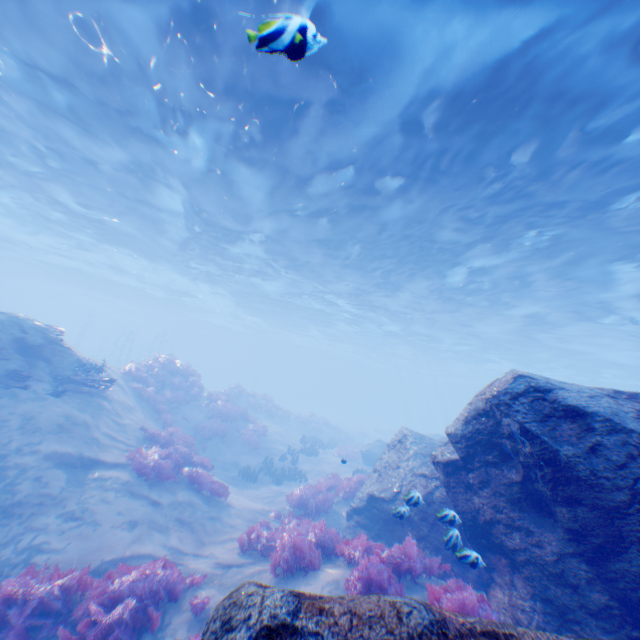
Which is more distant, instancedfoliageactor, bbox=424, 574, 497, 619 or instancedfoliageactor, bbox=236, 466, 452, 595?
instancedfoliageactor, bbox=236, 466, 452, 595

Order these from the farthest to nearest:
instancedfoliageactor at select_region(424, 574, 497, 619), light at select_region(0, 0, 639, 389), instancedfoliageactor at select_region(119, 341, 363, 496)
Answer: instancedfoliageactor at select_region(119, 341, 363, 496) → light at select_region(0, 0, 639, 389) → instancedfoliageactor at select_region(424, 574, 497, 619)

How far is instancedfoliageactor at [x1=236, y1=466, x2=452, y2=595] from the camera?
5.5m

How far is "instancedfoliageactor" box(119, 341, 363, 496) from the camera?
10.73m

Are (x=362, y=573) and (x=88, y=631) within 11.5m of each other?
yes

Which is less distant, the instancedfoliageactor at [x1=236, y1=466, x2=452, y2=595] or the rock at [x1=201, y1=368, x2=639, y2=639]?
the rock at [x1=201, y1=368, x2=639, y2=639]

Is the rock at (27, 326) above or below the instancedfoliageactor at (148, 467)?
above

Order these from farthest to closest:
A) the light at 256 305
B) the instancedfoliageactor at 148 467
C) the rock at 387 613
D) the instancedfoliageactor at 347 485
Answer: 1. the instancedfoliageactor at 148 467
2. the light at 256 305
3. the instancedfoliageactor at 347 485
4. the rock at 387 613
